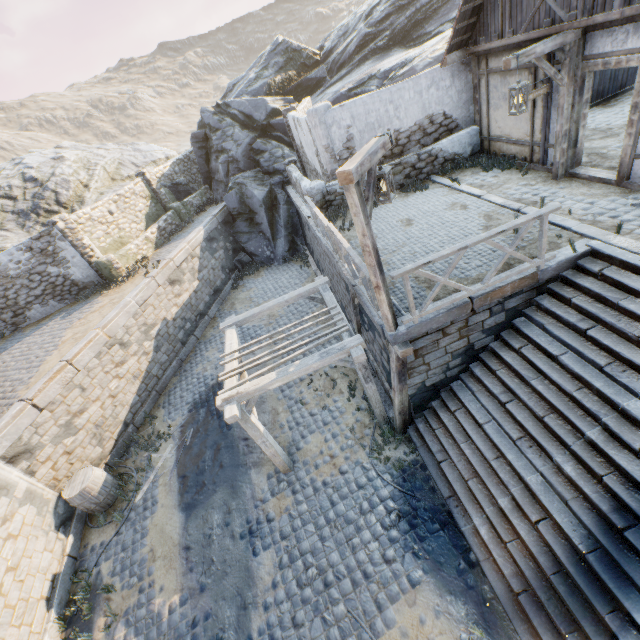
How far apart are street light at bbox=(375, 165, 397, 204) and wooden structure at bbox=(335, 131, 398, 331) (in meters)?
0.27

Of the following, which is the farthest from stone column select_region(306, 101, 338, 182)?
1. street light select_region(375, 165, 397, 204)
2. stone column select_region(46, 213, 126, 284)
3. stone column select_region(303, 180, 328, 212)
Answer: stone column select_region(46, 213, 126, 284)

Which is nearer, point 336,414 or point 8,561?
point 8,561

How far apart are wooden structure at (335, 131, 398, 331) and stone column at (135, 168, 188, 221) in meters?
16.1

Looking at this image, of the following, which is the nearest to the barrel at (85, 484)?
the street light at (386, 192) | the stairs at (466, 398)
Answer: the stairs at (466, 398)

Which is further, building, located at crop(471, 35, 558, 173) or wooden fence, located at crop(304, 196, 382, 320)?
building, located at crop(471, 35, 558, 173)

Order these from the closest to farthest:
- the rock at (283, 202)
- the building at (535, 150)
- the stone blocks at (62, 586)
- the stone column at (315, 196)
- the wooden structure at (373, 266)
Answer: the wooden structure at (373, 266) < the stone blocks at (62, 586) < the building at (535, 150) < the stone column at (315, 196) < the rock at (283, 202)

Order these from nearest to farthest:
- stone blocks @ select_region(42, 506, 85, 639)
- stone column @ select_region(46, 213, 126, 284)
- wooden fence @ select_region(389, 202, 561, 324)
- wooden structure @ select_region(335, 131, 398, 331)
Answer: wooden structure @ select_region(335, 131, 398, 331), wooden fence @ select_region(389, 202, 561, 324), stone blocks @ select_region(42, 506, 85, 639), stone column @ select_region(46, 213, 126, 284)
